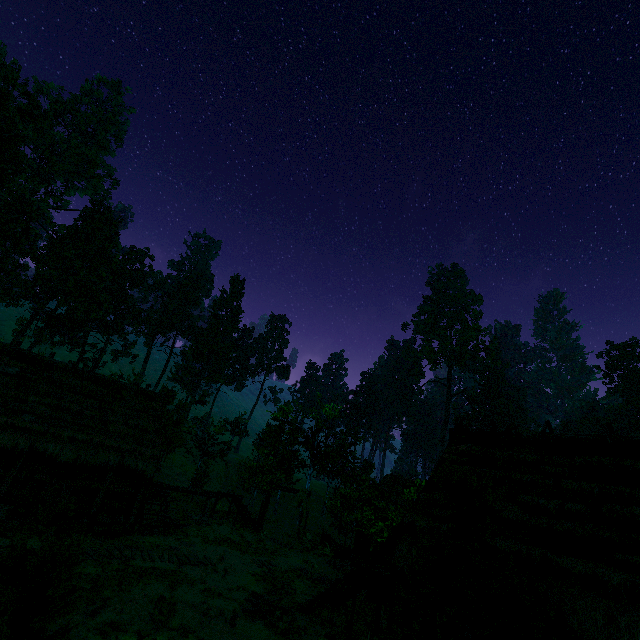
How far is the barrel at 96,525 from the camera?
15.6 meters

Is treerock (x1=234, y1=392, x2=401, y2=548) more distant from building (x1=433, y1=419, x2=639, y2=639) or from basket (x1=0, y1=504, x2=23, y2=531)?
basket (x1=0, y1=504, x2=23, y2=531)

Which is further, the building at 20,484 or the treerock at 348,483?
the treerock at 348,483

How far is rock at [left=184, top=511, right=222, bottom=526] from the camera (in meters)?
21.43

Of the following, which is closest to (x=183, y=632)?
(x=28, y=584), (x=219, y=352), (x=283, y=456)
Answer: (x=28, y=584)

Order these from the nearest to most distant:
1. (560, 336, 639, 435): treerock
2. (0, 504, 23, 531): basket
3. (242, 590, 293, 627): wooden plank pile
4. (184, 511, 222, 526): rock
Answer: (242, 590, 293, 627): wooden plank pile < (0, 504, 23, 531): basket < (184, 511, 222, 526): rock < (560, 336, 639, 435): treerock

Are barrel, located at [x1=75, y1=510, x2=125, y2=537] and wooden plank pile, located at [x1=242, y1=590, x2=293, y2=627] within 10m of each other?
yes

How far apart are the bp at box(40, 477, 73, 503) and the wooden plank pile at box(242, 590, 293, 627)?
10.8 meters
